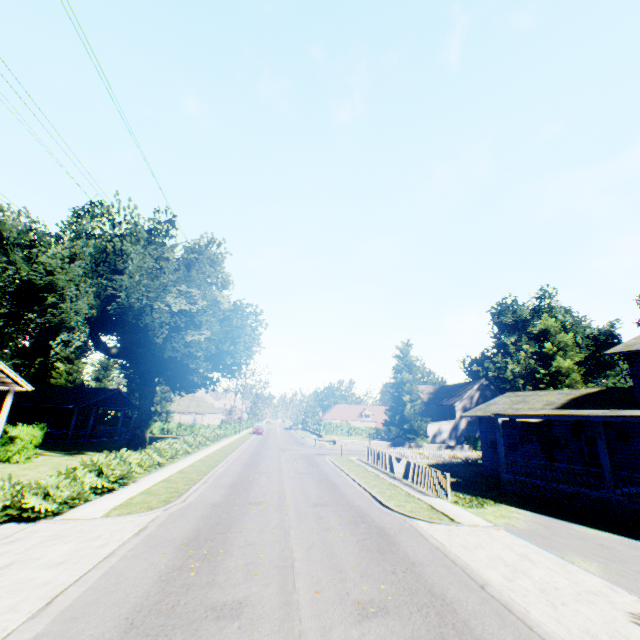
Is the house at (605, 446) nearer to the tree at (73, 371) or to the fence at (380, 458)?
the fence at (380, 458)

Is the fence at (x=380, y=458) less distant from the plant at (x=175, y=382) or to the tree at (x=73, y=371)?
the plant at (x=175, y=382)

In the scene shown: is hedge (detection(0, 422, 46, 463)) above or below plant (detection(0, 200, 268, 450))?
below

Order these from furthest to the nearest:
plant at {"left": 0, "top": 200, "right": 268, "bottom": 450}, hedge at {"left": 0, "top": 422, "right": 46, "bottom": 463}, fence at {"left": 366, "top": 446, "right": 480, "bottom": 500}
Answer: plant at {"left": 0, "top": 200, "right": 268, "bottom": 450}, hedge at {"left": 0, "top": 422, "right": 46, "bottom": 463}, fence at {"left": 366, "top": 446, "right": 480, "bottom": 500}

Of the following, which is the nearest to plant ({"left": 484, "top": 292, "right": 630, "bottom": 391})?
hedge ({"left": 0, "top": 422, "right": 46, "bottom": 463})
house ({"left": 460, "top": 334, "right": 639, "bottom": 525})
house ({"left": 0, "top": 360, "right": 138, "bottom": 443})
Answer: house ({"left": 460, "top": 334, "right": 639, "bottom": 525})

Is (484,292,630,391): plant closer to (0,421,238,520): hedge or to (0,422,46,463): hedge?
(0,421,238,520): hedge

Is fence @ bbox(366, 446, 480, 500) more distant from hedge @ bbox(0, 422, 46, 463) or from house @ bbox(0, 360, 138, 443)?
house @ bbox(0, 360, 138, 443)

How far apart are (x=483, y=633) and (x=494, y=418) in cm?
1547
